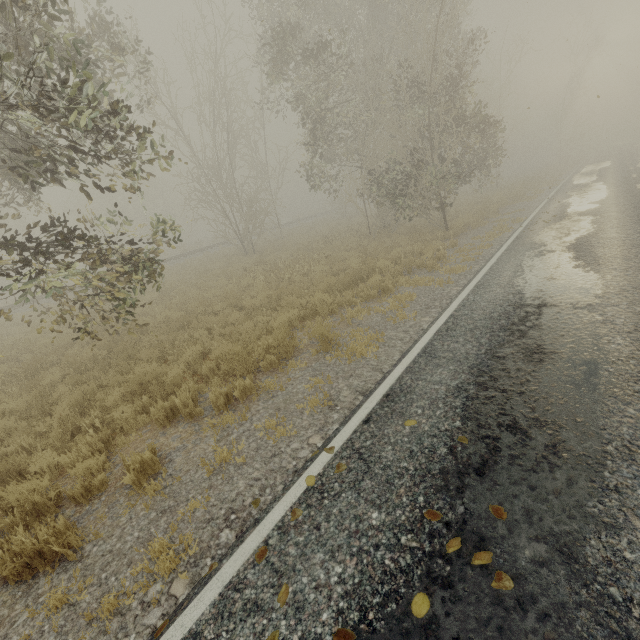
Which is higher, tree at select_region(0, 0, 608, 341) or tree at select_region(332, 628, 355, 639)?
tree at select_region(0, 0, 608, 341)

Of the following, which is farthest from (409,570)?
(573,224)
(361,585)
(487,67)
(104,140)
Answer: (487,67)

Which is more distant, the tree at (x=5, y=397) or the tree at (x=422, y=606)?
the tree at (x=5, y=397)

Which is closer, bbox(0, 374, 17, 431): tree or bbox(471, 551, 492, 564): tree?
bbox(471, 551, 492, 564): tree

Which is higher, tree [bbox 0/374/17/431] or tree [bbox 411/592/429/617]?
tree [bbox 0/374/17/431]

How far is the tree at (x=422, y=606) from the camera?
2.2m

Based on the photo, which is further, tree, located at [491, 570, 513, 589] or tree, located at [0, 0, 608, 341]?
tree, located at [0, 0, 608, 341]

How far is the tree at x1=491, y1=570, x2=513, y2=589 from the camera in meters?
2.2
